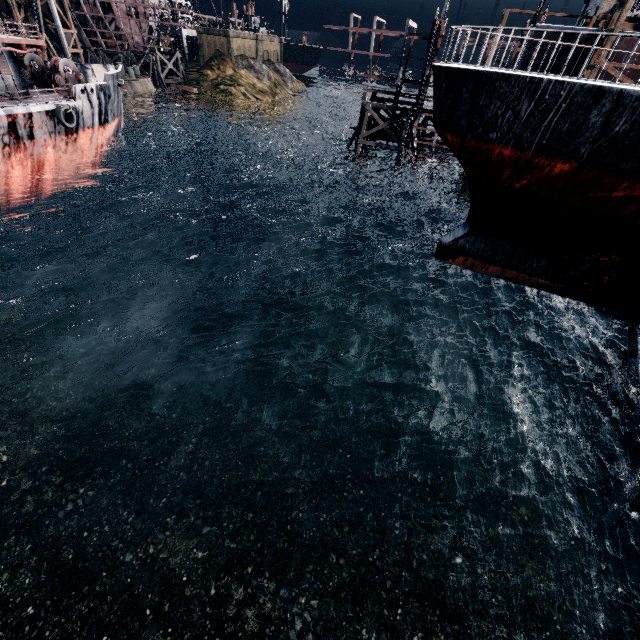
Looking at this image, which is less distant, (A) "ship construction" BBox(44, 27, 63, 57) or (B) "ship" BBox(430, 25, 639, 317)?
(B) "ship" BBox(430, 25, 639, 317)

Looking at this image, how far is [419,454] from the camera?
15.98m

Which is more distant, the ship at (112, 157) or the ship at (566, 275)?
the ship at (112, 157)

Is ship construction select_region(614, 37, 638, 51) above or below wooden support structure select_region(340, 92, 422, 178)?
above

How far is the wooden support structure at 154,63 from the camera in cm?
5419

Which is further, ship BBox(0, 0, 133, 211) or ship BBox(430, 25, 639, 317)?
ship BBox(0, 0, 133, 211)

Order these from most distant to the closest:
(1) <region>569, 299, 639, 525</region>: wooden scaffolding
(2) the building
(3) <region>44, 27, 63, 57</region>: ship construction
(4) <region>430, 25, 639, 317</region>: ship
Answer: (3) <region>44, 27, 63, 57</region>: ship construction → (2) the building → (1) <region>569, 299, 639, 525</region>: wooden scaffolding → (4) <region>430, 25, 639, 317</region>: ship

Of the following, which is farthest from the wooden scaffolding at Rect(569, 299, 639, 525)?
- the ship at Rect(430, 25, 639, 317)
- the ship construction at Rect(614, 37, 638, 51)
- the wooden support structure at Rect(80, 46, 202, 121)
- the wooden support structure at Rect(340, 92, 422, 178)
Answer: the wooden support structure at Rect(80, 46, 202, 121)
